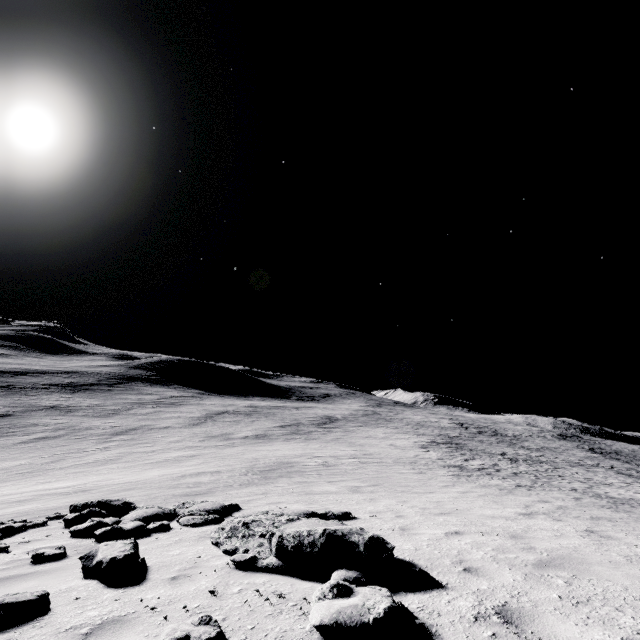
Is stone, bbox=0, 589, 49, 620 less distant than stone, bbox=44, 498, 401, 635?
No

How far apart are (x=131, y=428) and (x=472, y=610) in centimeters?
4548cm

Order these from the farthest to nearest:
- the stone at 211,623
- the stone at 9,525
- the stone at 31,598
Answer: the stone at 9,525 < the stone at 31,598 < the stone at 211,623

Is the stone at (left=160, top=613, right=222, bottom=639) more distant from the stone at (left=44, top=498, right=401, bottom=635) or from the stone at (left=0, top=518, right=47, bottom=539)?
the stone at (left=0, top=518, right=47, bottom=539)

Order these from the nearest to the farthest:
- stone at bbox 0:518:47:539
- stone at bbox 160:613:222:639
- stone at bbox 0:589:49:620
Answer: stone at bbox 160:613:222:639
stone at bbox 0:589:49:620
stone at bbox 0:518:47:539

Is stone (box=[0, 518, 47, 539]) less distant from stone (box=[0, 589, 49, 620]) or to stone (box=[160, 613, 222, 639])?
stone (box=[0, 589, 49, 620])

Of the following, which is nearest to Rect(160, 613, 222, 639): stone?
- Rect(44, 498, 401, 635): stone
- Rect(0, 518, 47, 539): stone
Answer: Rect(44, 498, 401, 635): stone

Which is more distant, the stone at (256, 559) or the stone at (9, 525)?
the stone at (9, 525)
